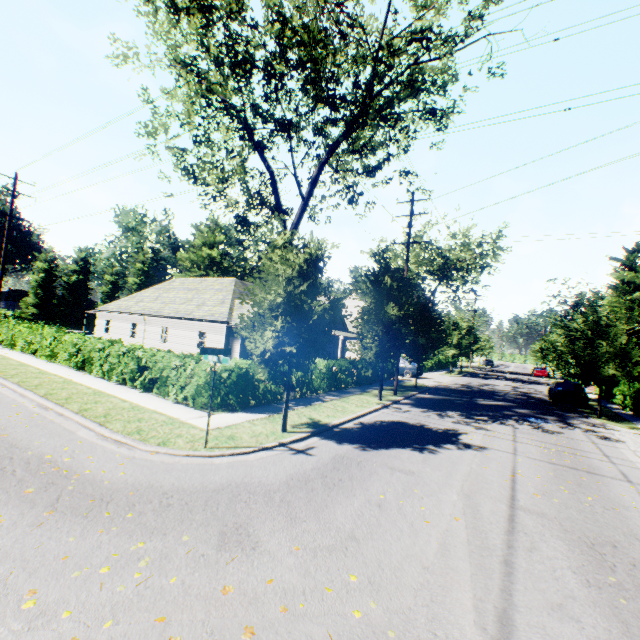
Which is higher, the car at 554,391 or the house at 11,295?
the house at 11,295

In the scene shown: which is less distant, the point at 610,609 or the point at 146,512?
the point at 610,609

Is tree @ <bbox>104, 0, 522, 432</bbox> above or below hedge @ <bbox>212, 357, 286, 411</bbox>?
above

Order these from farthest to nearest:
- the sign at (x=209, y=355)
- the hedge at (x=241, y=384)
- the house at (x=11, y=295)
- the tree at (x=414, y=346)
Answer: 1. the house at (x=11, y=295)
2. the hedge at (x=241, y=384)
3. the tree at (x=414, y=346)
4. the sign at (x=209, y=355)

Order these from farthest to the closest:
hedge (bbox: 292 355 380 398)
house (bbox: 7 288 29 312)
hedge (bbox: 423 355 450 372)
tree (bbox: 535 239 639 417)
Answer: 1. house (bbox: 7 288 29 312)
2. hedge (bbox: 423 355 450 372)
3. tree (bbox: 535 239 639 417)
4. hedge (bbox: 292 355 380 398)

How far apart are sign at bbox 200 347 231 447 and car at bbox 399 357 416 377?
23.89m

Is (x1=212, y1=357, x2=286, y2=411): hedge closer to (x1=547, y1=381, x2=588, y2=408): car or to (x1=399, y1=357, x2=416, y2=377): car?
(x1=399, y1=357, x2=416, y2=377): car

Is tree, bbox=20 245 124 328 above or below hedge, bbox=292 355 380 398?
above
